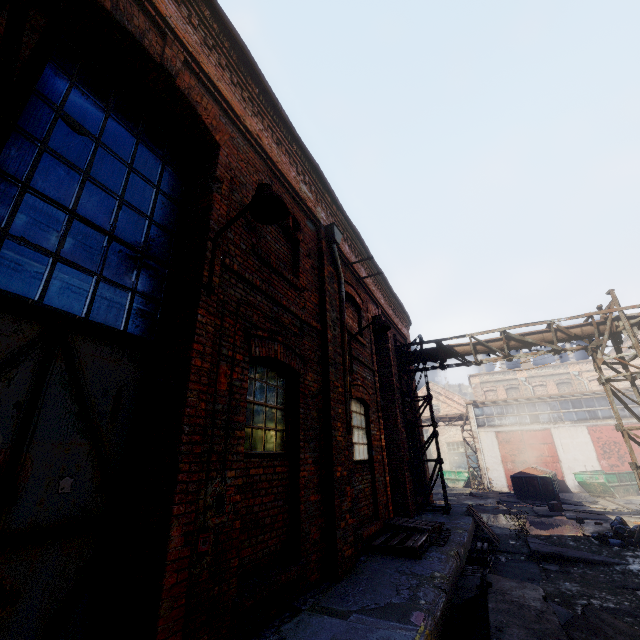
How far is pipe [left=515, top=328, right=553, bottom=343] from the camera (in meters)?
10.31

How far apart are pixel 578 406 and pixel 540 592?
25.0 meters

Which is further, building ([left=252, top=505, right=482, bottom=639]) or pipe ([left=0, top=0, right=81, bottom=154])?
building ([left=252, top=505, right=482, bottom=639])

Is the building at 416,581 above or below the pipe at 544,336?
below

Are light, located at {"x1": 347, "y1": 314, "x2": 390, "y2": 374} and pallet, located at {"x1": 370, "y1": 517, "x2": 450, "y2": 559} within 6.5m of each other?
yes

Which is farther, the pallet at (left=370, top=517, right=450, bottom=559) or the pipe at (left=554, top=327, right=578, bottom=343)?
the pipe at (left=554, top=327, right=578, bottom=343)

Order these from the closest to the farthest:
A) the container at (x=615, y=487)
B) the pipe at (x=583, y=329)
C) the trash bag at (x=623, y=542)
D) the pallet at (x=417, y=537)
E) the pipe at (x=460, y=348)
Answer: the pallet at (x=417, y=537), the trash bag at (x=623, y=542), the pipe at (x=583, y=329), the pipe at (x=460, y=348), the container at (x=615, y=487)

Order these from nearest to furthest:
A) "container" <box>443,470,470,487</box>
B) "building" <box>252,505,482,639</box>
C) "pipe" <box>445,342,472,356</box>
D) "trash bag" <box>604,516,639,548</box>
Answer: "building" <box>252,505,482,639</box>
"trash bag" <box>604,516,639,548</box>
"pipe" <box>445,342,472,356</box>
"container" <box>443,470,470,487</box>
